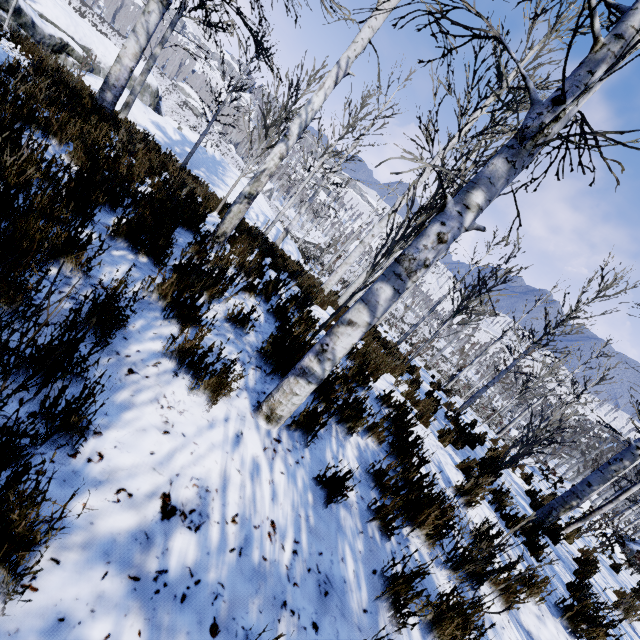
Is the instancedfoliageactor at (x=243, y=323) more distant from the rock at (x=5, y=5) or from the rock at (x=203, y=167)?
the rock at (x=5, y=5)

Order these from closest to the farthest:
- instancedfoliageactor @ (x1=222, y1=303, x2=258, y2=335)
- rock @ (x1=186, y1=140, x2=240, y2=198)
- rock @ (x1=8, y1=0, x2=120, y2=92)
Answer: instancedfoliageactor @ (x1=222, y1=303, x2=258, y2=335), rock @ (x1=8, y1=0, x2=120, y2=92), rock @ (x1=186, y1=140, x2=240, y2=198)

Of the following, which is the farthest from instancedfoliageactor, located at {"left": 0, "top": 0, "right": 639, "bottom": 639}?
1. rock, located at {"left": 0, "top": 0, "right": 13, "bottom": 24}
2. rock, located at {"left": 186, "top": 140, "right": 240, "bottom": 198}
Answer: rock, located at {"left": 0, "top": 0, "right": 13, "bottom": 24}

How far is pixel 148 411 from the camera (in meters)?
1.69

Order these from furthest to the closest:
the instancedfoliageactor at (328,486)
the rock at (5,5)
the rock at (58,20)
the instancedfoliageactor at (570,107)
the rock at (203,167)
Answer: the rock at (203,167) < the rock at (58,20) < the rock at (5,5) < the instancedfoliageactor at (328,486) < the instancedfoliageactor at (570,107)

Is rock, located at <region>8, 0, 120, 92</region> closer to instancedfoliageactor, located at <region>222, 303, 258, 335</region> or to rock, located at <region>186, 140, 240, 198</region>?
rock, located at <region>186, 140, 240, 198</region>
